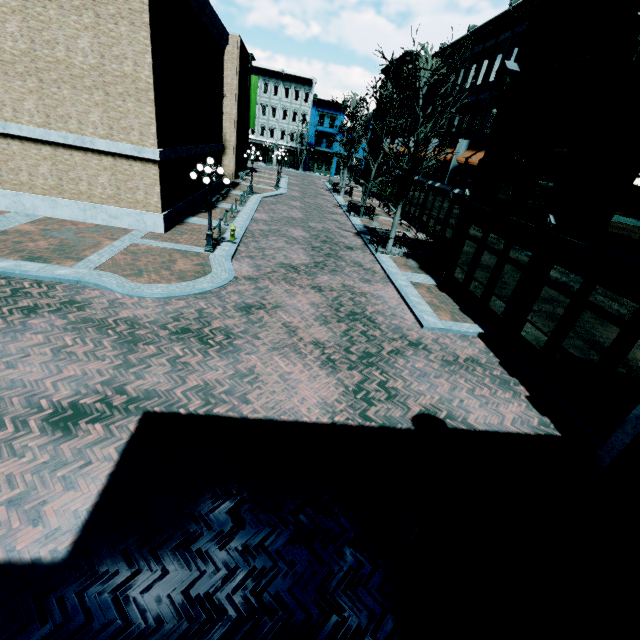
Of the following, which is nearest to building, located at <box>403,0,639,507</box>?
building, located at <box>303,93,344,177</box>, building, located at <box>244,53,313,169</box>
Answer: building, located at <box>303,93,344,177</box>

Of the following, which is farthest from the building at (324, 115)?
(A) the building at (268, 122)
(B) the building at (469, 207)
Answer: (B) the building at (469, 207)

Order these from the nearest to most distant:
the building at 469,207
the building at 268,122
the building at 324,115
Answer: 1. the building at 469,207
2. the building at 268,122
3. the building at 324,115

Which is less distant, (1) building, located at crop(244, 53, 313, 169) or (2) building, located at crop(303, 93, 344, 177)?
(1) building, located at crop(244, 53, 313, 169)

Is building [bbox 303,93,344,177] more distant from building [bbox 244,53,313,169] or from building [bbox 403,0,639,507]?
building [bbox 403,0,639,507]

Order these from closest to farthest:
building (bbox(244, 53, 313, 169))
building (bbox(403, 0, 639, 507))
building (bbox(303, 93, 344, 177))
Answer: building (bbox(403, 0, 639, 507)) → building (bbox(244, 53, 313, 169)) → building (bbox(303, 93, 344, 177))

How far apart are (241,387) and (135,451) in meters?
2.3
